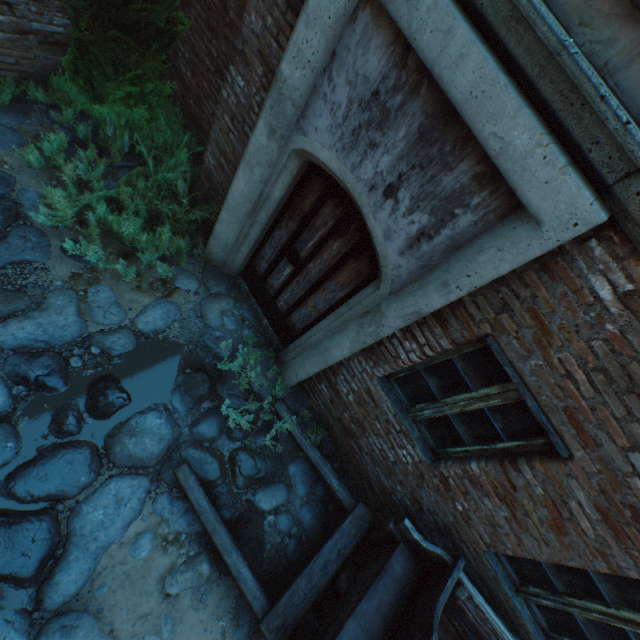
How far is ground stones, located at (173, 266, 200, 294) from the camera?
4.25m

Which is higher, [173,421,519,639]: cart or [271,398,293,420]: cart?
[173,421,519,639]: cart

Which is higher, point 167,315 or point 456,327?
point 456,327

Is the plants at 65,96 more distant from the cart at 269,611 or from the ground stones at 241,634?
the cart at 269,611

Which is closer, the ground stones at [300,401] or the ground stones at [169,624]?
the ground stones at [169,624]

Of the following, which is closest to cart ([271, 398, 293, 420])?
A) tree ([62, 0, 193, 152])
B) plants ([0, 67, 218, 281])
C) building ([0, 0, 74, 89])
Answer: building ([0, 0, 74, 89])

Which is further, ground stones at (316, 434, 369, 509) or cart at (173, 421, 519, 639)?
ground stones at (316, 434, 369, 509)
